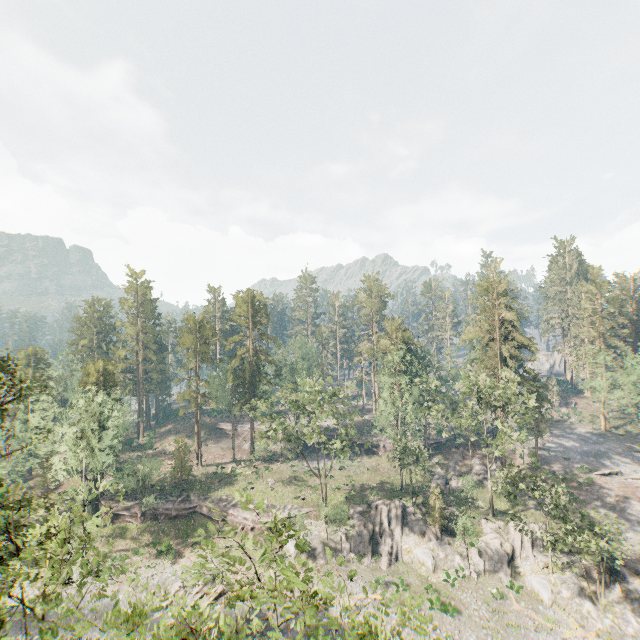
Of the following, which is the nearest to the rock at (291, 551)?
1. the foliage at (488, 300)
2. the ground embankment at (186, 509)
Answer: the ground embankment at (186, 509)

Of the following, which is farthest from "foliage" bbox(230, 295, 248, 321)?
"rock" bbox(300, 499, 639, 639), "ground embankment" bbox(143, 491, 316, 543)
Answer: "rock" bbox(300, 499, 639, 639)

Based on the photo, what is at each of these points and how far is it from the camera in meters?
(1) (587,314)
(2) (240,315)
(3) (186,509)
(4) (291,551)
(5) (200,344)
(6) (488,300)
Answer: (1) foliage, 56.4 m
(2) foliage, 58.9 m
(3) ground embankment, 45.5 m
(4) rock, 38.8 m
(5) foliage, 58.3 m
(6) foliage, 46.5 m

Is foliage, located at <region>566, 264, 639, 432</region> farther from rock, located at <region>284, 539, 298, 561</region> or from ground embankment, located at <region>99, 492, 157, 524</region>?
rock, located at <region>284, 539, 298, 561</region>

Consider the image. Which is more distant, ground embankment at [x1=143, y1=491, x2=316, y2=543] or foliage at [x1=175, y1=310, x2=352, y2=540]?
ground embankment at [x1=143, y1=491, x2=316, y2=543]

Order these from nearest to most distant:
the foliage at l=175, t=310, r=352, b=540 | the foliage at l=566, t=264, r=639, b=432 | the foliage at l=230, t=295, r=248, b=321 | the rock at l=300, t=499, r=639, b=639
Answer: the rock at l=300, t=499, r=639, b=639
the foliage at l=175, t=310, r=352, b=540
the foliage at l=566, t=264, r=639, b=432
the foliage at l=230, t=295, r=248, b=321

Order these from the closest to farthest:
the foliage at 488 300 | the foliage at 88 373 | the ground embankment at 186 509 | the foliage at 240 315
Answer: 1. the foliage at 88 373
2. the foliage at 488 300
3. the ground embankment at 186 509
4. the foliage at 240 315
